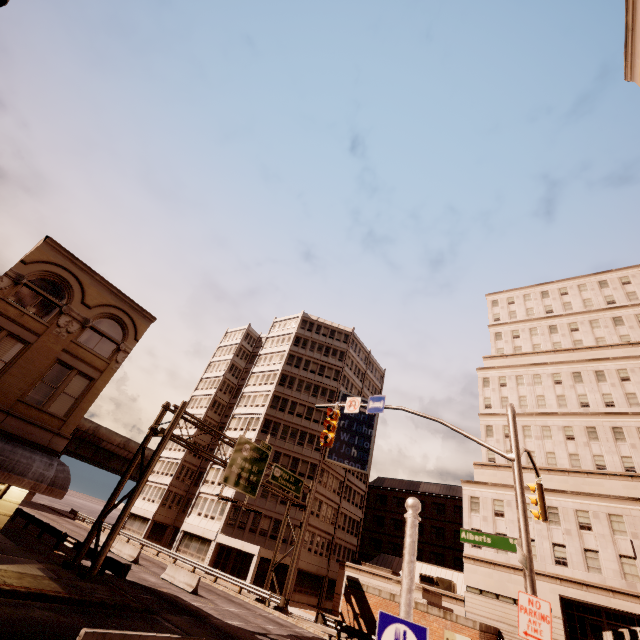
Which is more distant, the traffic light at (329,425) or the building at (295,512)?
the building at (295,512)

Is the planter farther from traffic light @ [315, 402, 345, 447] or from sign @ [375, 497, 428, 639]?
sign @ [375, 497, 428, 639]

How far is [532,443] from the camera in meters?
37.1 m

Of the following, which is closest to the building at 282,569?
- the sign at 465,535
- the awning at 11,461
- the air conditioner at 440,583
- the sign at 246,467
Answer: the sign at 246,467

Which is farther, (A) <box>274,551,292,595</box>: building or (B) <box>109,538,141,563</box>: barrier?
(A) <box>274,551,292,595</box>: building

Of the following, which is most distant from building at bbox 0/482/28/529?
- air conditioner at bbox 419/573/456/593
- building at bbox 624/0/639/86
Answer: air conditioner at bbox 419/573/456/593

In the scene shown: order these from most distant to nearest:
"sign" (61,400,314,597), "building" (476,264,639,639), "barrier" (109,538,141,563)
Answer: "barrier" (109,538,141,563) < "building" (476,264,639,639) < "sign" (61,400,314,597)

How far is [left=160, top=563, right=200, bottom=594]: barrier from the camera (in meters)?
23.12
